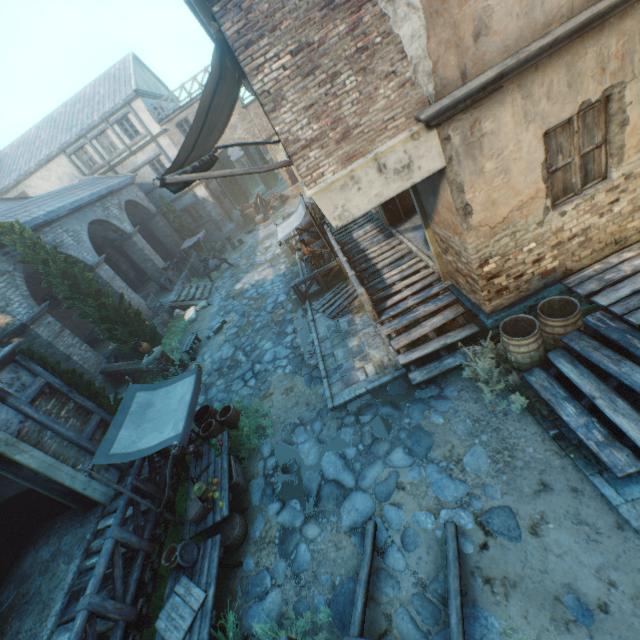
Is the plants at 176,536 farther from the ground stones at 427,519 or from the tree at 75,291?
the tree at 75,291

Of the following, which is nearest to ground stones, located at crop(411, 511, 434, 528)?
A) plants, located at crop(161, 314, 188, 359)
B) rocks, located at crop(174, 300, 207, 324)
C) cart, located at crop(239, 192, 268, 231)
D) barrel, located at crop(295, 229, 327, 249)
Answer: plants, located at crop(161, 314, 188, 359)

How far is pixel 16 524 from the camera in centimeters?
827cm

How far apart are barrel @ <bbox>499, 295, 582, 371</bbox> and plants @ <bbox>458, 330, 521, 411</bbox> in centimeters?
3cm

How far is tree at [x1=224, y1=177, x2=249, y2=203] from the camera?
32.4 meters

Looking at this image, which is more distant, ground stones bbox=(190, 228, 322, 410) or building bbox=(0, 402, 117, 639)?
ground stones bbox=(190, 228, 322, 410)

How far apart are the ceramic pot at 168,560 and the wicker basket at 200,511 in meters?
0.4 m

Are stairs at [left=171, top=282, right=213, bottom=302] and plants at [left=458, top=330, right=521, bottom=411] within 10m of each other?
no
